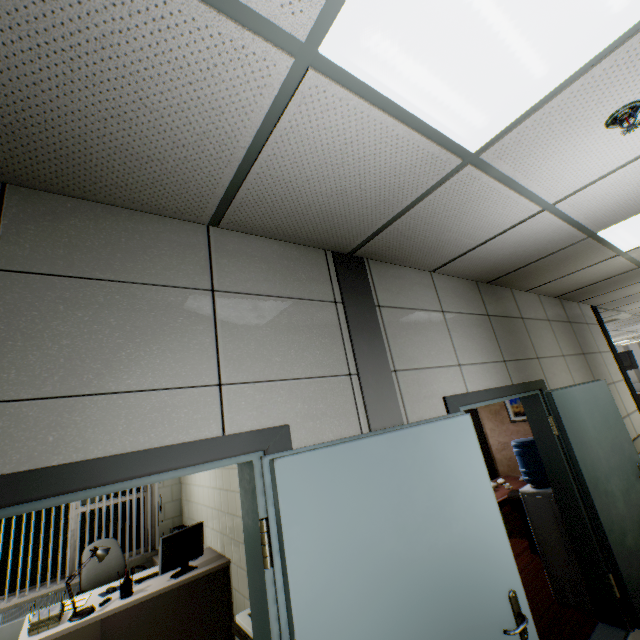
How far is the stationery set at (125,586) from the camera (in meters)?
3.16

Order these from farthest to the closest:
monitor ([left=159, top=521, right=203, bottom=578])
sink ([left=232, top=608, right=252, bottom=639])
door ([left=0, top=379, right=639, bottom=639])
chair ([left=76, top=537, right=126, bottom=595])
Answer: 1. chair ([left=76, top=537, right=126, bottom=595])
2. monitor ([left=159, top=521, right=203, bottom=578])
3. sink ([left=232, top=608, right=252, bottom=639])
4. door ([left=0, top=379, right=639, bottom=639])

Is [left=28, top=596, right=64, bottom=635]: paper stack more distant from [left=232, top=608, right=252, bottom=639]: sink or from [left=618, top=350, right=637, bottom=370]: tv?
[left=618, top=350, right=637, bottom=370]: tv

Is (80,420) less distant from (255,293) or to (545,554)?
(255,293)

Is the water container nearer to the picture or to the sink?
the sink

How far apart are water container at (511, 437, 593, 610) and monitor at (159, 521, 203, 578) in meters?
3.7

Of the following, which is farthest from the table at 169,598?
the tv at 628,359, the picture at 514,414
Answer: the tv at 628,359

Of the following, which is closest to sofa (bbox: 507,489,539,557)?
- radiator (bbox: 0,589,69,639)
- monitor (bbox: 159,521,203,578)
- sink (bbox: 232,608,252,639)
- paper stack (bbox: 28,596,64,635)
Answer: sink (bbox: 232,608,252,639)
